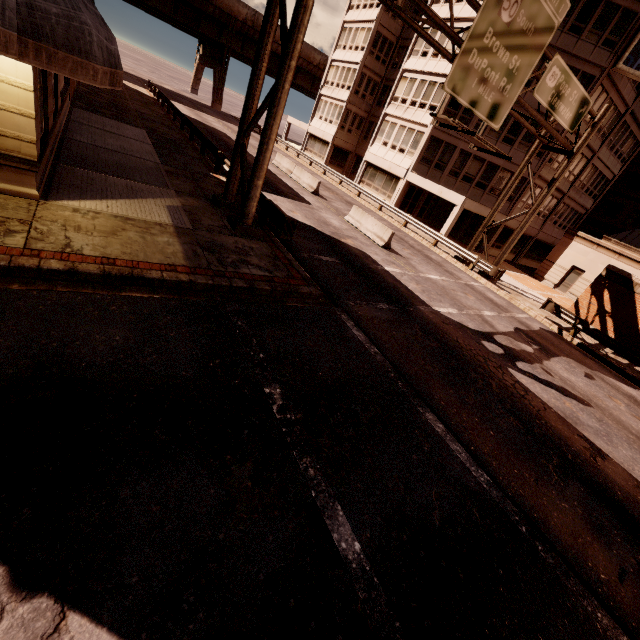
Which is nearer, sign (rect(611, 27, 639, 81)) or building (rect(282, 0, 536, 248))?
sign (rect(611, 27, 639, 81))

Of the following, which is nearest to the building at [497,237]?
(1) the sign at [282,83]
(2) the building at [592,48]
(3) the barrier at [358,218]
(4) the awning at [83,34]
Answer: (2) the building at [592,48]

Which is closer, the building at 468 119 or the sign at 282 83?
the sign at 282 83

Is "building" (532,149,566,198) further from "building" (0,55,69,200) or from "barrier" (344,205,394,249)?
"building" (0,55,69,200)

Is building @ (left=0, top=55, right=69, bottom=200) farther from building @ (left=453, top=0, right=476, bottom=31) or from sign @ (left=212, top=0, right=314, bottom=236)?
building @ (left=453, top=0, right=476, bottom=31)

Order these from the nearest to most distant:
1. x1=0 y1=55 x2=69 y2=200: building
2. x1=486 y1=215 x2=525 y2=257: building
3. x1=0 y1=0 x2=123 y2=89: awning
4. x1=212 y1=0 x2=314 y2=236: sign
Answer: x1=0 y1=0 x2=123 y2=89: awning
x1=0 y1=55 x2=69 y2=200: building
x1=212 y1=0 x2=314 y2=236: sign
x1=486 y1=215 x2=525 y2=257: building

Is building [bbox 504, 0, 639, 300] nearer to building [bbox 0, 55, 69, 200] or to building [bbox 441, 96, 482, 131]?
building [bbox 441, 96, 482, 131]

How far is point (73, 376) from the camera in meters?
4.4 m
